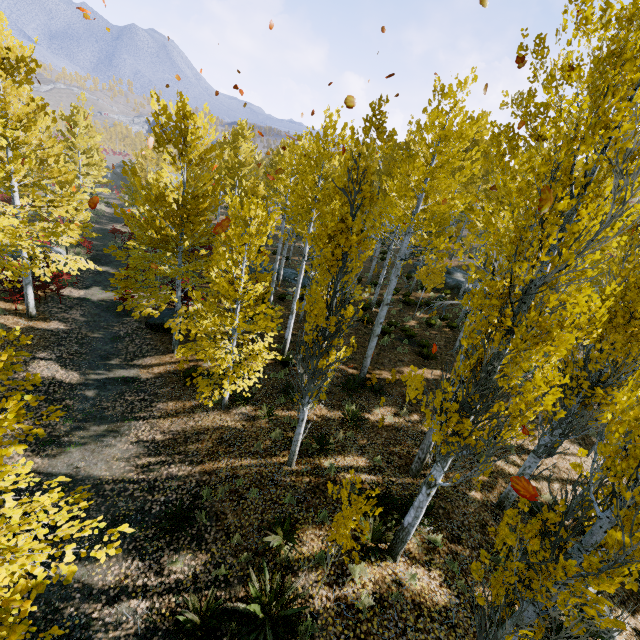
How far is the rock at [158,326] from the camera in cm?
1546

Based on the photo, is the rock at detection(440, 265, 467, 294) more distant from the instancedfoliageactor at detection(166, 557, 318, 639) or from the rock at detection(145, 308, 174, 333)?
the rock at detection(145, 308, 174, 333)

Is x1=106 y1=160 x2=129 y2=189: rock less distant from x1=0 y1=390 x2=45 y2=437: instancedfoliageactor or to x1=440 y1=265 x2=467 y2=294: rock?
x1=0 y1=390 x2=45 y2=437: instancedfoliageactor

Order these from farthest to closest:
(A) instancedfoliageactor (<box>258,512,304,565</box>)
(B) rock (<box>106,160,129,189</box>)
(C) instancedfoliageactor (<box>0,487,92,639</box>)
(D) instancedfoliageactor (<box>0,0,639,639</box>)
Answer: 1. (B) rock (<box>106,160,129,189</box>)
2. (A) instancedfoliageactor (<box>258,512,304,565</box>)
3. (D) instancedfoliageactor (<box>0,0,639,639</box>)
4. (C) instancedfoliageactor (<box>0,487,92,639</box>)

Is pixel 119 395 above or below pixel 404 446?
below

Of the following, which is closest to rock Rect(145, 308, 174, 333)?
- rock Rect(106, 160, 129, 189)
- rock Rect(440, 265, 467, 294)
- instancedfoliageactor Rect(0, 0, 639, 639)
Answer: instancedfoliageactor Rect(0, 0, 639, 639)

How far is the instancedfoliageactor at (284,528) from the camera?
6.3 meters

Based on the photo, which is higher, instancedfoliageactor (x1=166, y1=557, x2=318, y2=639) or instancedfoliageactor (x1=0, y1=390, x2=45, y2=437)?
instancedfoliageactor (x1=0, y1=390, x2=45, y2=437)
